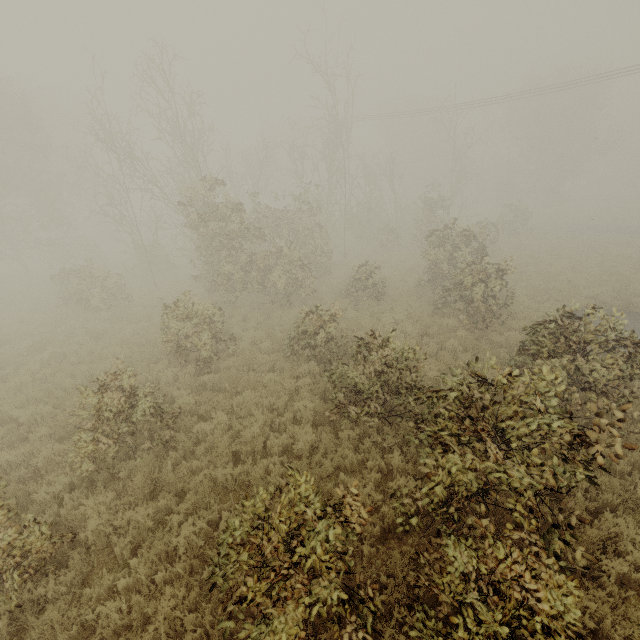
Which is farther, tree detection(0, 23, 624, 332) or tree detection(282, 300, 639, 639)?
tree detection(0, 23, 624, 332)

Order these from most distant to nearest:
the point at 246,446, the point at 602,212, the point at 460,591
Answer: the point at 602,212 → the point at 246,446 → the point at 460,591

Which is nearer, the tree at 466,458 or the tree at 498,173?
the tree at 466,458
